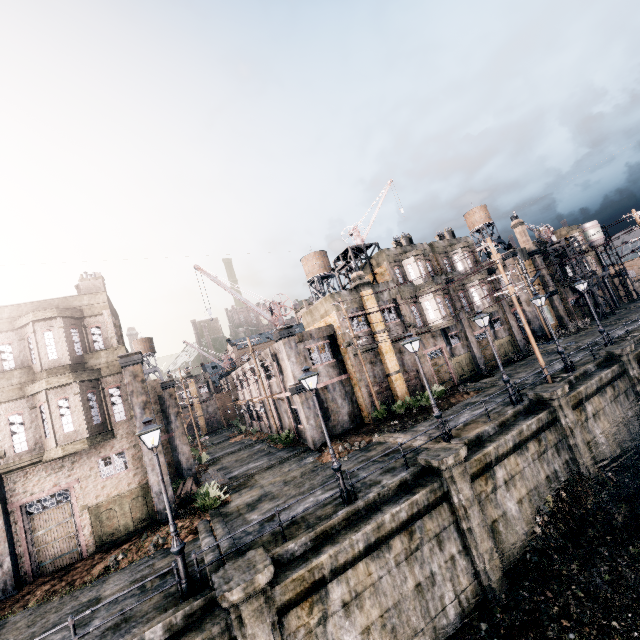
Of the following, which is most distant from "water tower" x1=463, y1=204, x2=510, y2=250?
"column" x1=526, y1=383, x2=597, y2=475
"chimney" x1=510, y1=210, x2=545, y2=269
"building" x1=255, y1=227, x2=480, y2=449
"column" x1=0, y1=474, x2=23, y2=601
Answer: "column" x1=0, y1=474, x2=23, y2=601

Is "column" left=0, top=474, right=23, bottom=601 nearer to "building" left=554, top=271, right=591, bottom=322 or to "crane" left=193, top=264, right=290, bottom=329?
"crane" left=193, top=264, right=290, bottom=329

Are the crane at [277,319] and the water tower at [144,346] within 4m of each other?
no

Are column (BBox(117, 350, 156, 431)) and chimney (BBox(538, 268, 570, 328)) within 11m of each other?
no

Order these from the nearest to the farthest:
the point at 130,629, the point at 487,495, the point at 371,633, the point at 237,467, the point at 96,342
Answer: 1. the point at 130,629
2. the point at 371,633
3. the point at 487,495
4. the point at 96,342
5. the point at 237,467

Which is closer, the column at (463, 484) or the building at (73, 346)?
the column at (463, 484)

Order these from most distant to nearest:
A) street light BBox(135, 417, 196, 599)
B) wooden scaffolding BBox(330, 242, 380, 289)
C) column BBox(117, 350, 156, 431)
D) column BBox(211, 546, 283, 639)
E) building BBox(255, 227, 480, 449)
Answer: wooden scaffolding BBox(330, 242, 380, 289), building BBox(255, 227, 480, 449), column BBox(117, 350, 156, 431), street light BBox(135, 417, 196, 599), column BBox(211, 546, 283, 639)

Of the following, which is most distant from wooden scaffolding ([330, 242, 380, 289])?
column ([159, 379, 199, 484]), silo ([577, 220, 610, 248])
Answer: silo ([577, 220, 610, 248])
